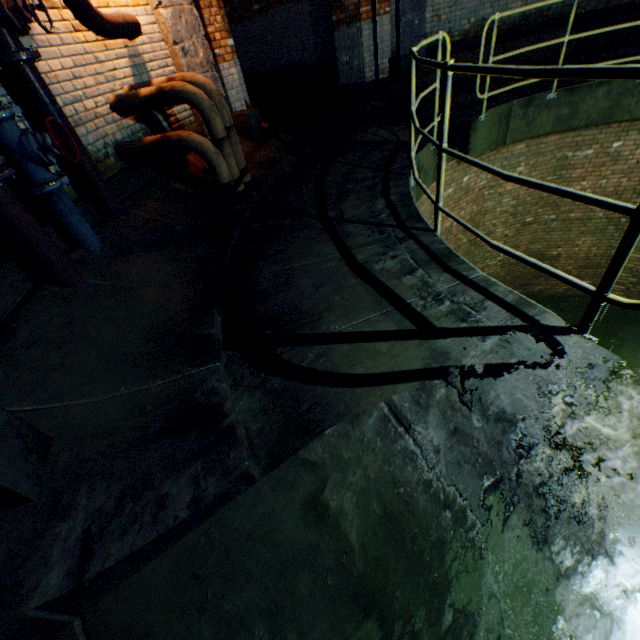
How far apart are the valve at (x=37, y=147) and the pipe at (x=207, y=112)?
1.35m

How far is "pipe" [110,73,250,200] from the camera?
3.7 meters

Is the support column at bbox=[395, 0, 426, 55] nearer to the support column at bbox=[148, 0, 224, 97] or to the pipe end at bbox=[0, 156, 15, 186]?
the support column at bbox=[148, 0, 224, 97]

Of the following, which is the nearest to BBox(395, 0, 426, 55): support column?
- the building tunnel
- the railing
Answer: the building tunnel

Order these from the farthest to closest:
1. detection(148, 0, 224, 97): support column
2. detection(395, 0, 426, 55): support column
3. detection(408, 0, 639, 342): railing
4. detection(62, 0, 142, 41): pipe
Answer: detection(395, 0, 426, 55): support column
detection(148, 0, 224, 97): support column
detection(62, 0, 142, 41): pipe
detection(408, 0, 639, 342): railing

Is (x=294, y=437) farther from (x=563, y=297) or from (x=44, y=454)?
(x=563, y=297)

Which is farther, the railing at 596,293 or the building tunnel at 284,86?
the building tunnel at 284,86

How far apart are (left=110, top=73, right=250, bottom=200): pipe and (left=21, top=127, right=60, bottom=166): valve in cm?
135
